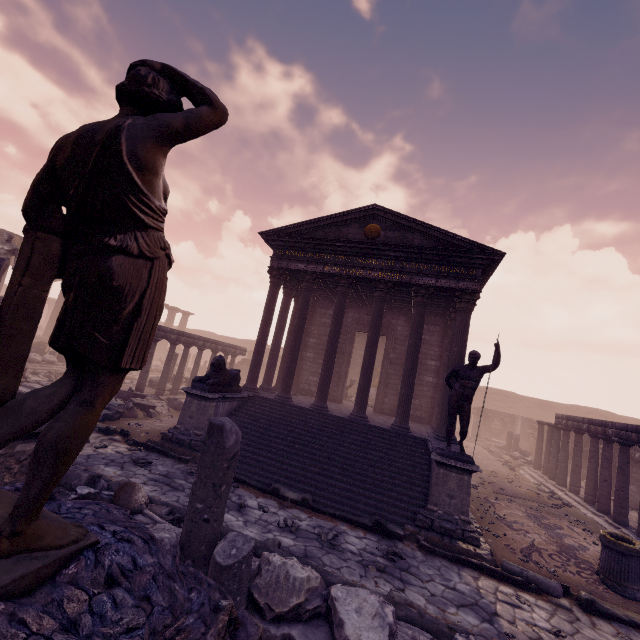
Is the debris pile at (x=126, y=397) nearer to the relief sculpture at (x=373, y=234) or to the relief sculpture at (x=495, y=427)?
the relief sculpture at (x=373, y=234)

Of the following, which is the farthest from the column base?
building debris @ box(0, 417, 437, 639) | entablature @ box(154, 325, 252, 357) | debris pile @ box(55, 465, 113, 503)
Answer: entablature @ box(154, 325, 252, 357)

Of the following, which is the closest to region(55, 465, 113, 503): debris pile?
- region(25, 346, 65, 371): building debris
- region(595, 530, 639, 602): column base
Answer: region(595, 530, 639, 602): column base

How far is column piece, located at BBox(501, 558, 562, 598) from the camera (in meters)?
5.81

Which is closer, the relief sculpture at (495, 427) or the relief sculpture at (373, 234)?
the relief sculpture at (373, 234)

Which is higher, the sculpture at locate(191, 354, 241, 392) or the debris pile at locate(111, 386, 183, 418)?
the sculpture at locate(191, 354, 241, 392)

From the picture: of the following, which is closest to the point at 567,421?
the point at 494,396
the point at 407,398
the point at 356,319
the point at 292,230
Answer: the point at 407,398

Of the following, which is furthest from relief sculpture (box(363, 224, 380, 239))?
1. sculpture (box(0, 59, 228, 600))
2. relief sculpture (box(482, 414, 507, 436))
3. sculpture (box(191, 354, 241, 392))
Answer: relief sculpture (box(482, 414, 507, 436))
